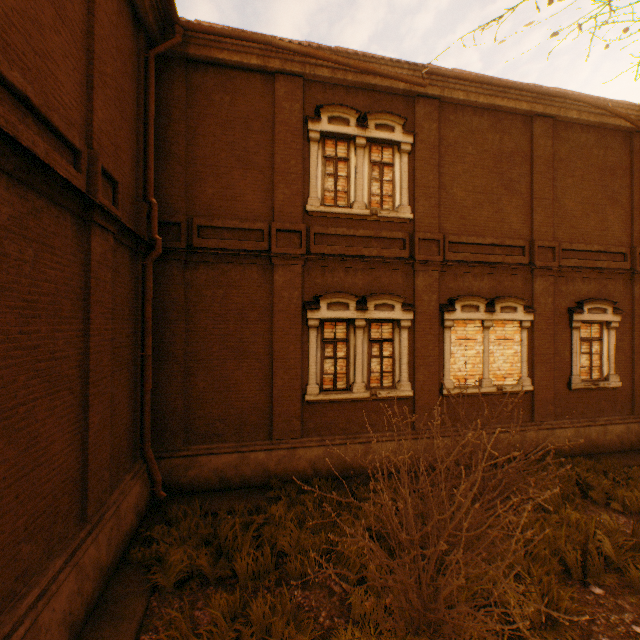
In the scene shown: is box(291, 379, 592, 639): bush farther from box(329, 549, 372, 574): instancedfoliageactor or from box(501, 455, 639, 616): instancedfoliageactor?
box(501, 455, 639, 616): instancedfoliageactor

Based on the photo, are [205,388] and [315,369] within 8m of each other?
yes

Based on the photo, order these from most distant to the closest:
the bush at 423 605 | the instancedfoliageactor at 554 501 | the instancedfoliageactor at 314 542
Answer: the instancedfoliageactor at 554 501, the instancedfoliageactor at 314 542, the bush at 423 605

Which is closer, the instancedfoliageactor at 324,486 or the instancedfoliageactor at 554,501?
the instancedfoliageactor at 554,501

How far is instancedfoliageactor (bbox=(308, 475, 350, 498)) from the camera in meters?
7.0

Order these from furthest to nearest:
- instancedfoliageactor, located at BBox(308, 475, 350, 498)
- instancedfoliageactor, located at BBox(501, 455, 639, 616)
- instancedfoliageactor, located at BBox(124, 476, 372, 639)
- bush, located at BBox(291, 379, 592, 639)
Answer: instancedfoliageactor, located at BBox(308, 475, 350, 498) < instancedfoliageactor, located at BBox(501, 455, 639, 616) < instancedfoliageactor, located at BBox(124, 476, 372, 639) < bush, located at BBox(291, 379, 592, 639)

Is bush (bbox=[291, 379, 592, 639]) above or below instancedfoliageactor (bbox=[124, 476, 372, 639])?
above
